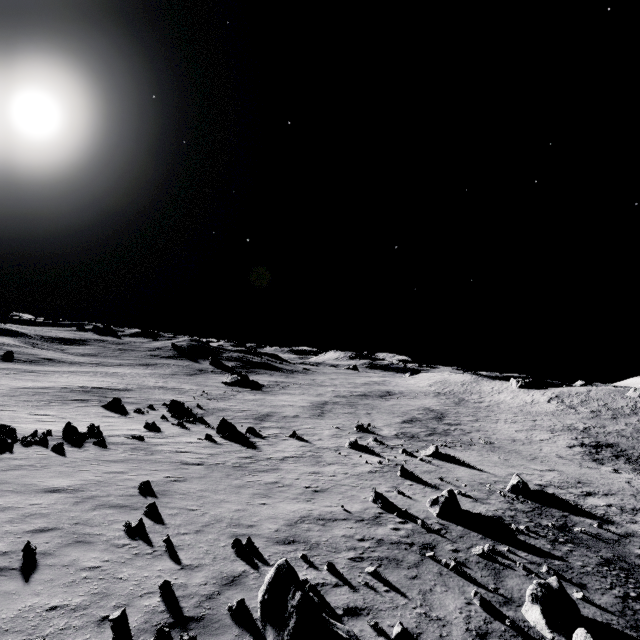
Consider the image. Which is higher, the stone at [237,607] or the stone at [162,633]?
the stone at [162,633]

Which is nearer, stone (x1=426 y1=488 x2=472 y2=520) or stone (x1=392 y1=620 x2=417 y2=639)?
stone (x1=392 y1=620 x2=417 y2=639)

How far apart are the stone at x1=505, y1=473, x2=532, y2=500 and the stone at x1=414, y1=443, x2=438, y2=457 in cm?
586

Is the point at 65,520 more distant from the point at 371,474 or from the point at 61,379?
the point at 61,379

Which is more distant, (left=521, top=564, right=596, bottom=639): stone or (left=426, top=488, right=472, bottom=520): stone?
(left=426, top=488, right=472, bottom=520): stone

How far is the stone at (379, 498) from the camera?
15.4m

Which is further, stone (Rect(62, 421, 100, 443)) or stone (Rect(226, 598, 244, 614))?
stone (Rect(62, 421, 100, 443))

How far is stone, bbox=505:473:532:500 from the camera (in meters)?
19.53
